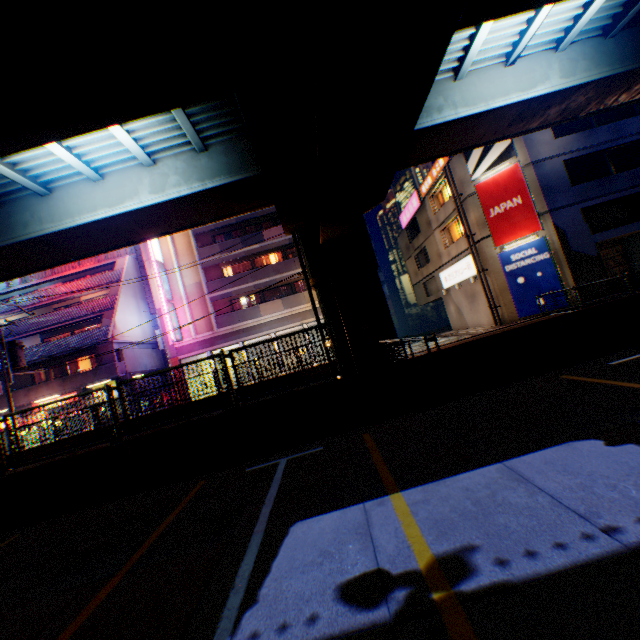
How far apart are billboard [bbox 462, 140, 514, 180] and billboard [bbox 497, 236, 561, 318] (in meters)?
4.83

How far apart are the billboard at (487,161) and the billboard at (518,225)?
0.2m

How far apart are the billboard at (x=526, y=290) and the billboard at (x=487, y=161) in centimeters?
483cm

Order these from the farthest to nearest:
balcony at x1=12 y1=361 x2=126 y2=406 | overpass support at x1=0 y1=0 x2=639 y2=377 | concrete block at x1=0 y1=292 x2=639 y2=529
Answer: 1. balcony at x1=12 y1=361 x2=126 y2=406
2. concrete block at x1=0 y1=292 x2=639 y2=529
3. overpass support at x1=0 y1=0 x2=639 y2=377

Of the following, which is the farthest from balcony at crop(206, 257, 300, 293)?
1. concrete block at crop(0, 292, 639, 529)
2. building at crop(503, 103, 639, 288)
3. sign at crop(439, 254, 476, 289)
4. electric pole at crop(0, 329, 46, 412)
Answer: concrete block at crop(0, 292, 639, 529)

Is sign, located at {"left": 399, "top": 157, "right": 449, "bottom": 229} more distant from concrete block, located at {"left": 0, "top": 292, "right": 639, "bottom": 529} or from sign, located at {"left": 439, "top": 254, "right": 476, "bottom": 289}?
concrete block, located at {"left": 0, "top": 292, "right": 639, "bottom": 529}

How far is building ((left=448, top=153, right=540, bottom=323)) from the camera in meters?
20.5

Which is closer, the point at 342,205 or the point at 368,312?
the point at 342,205
